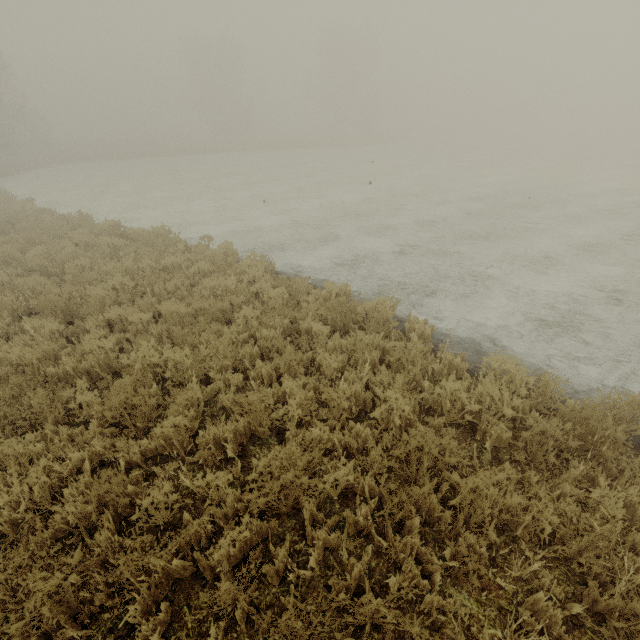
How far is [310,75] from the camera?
51.8m
